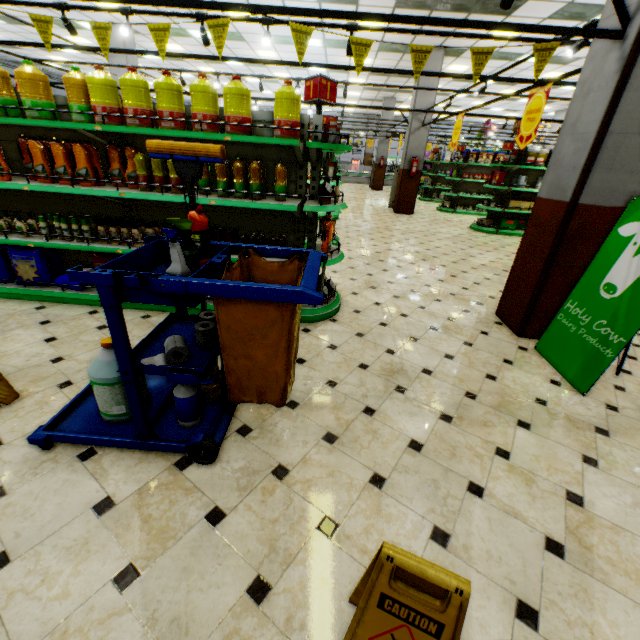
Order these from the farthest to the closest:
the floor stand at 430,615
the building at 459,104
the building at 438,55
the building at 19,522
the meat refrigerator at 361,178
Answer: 1. the meat refrigerator at 361,178
2. the building at 459,104
3. the building at 438,55
4. the building at 19,522
5. the floor stand at 430,615

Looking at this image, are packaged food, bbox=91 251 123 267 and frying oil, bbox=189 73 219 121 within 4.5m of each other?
yes

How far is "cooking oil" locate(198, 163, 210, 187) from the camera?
3.36m

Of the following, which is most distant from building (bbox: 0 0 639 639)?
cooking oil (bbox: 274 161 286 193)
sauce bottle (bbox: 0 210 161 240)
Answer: cooking oil (bbox: 274 161 286 193)

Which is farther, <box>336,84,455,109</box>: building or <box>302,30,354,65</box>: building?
<box>336,84,455,109</box>: building

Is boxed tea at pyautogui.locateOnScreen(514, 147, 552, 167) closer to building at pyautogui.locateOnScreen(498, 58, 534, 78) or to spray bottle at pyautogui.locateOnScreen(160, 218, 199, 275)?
building at pyautogui.locateOnScreen(498, 58, 534, 78)

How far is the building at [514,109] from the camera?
16.7m

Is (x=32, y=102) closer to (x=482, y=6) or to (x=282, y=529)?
(x=282, y=529)
